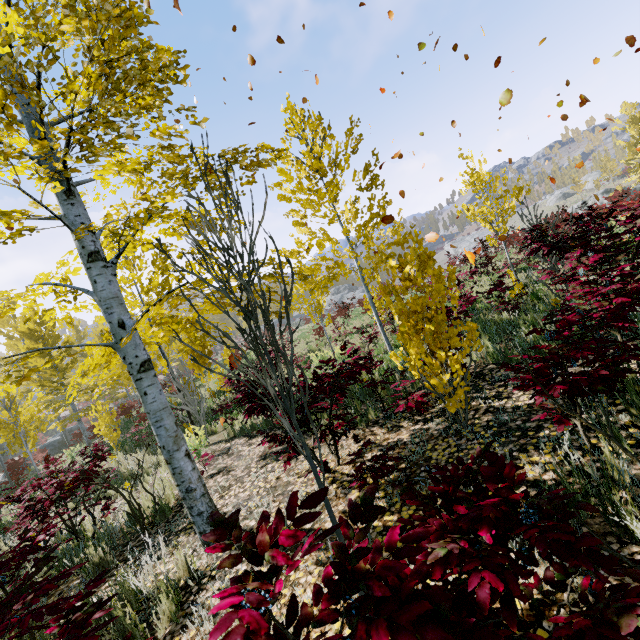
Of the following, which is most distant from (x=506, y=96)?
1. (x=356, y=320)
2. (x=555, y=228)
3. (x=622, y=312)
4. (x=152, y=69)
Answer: (x=356, y=320)

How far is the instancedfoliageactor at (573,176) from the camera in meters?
49.3 m

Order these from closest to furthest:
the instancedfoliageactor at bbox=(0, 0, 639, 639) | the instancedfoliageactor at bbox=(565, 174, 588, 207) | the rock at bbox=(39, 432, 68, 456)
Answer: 1. the instancedfoliageactor at bbox=(0, 0, 639, 639)
2. the rock at bbox=(39, 432, 68, 456)
3. the instancedfoliageactor at bbox=(565, 174, 588, 207)

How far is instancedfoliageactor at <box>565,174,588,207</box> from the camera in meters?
49.3

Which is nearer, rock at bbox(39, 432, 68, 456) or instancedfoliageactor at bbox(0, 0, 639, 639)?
instancedfoliageactor at bbox(0, 0, 639, 639)

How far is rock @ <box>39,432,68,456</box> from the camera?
25.7 meters

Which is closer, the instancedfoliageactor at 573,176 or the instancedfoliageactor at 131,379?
the instancedfoliageactor at 131,379
